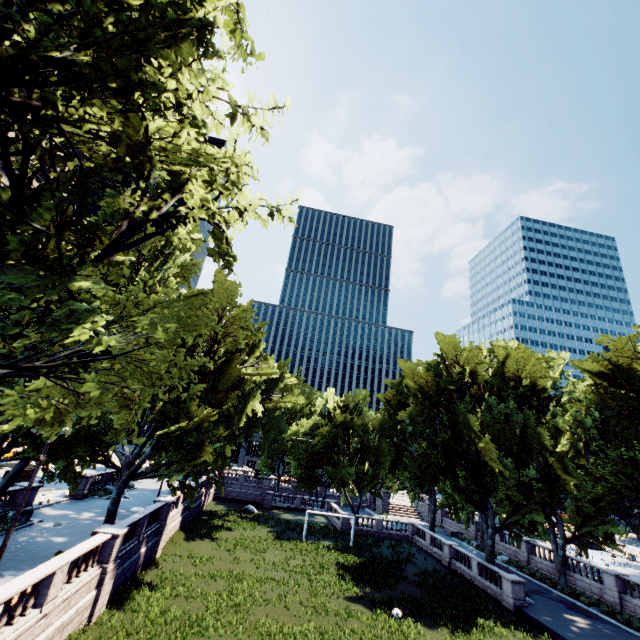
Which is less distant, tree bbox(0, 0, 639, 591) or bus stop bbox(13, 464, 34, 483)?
tree bbox(0, 0, 639, 591)

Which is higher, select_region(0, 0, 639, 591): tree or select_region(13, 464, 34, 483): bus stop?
select_region(0, 0, 639, 591): tree

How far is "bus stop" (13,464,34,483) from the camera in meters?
30.0

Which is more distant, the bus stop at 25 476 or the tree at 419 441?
the bus stop at 25 476

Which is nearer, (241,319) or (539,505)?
(241,319)

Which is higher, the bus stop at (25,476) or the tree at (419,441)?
the tree at (419,441)
